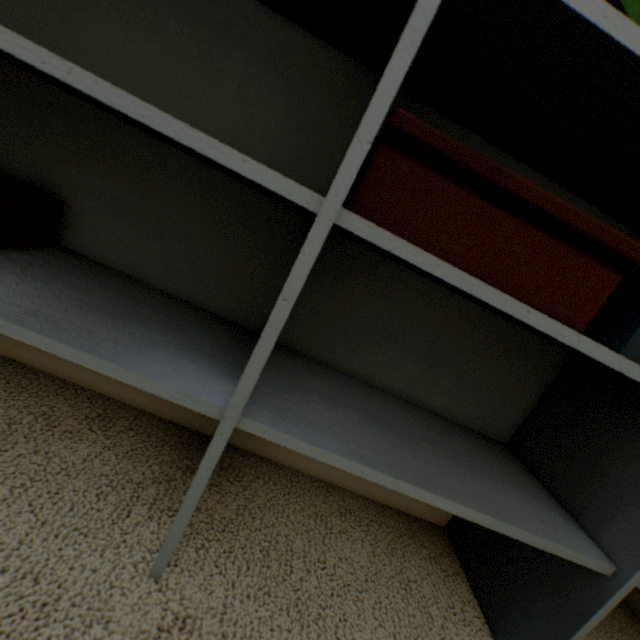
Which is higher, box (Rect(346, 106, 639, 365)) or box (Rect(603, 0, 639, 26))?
box (Rect(603, 0, 639, 26))

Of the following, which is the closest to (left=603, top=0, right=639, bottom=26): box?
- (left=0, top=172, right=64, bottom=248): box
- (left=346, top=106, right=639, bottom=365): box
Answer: (left=346, top=106, right=639, bottom=365): box

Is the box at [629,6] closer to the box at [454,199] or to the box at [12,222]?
the box at [454,199]

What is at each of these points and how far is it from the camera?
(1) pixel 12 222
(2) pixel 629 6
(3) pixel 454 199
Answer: (1) box, 0.6 meters
(2) box, 0.4 meters
(3) box, 0.4 meters

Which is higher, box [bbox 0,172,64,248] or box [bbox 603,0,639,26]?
box [bbox 603,0,639,26]

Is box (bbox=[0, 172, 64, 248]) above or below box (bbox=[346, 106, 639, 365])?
below

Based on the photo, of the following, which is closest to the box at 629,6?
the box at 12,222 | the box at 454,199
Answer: the box at 454,199

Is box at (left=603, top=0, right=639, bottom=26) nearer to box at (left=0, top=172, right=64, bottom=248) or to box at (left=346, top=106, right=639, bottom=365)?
box at (left=346, top=106, right=639, bottom=365)
